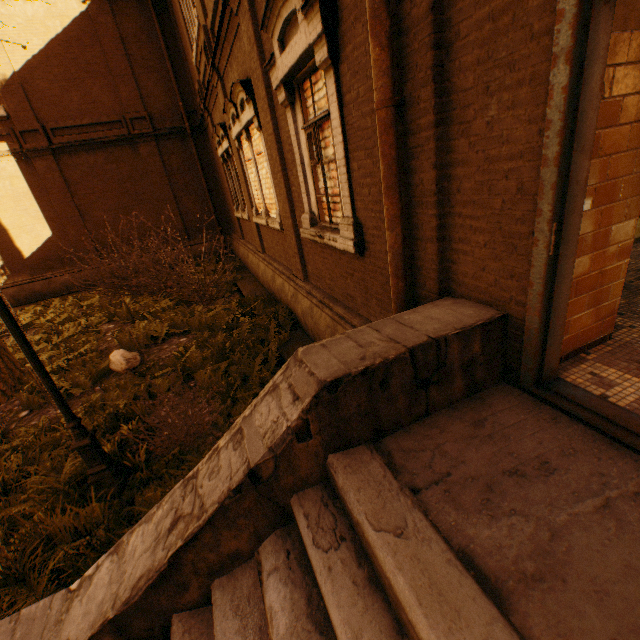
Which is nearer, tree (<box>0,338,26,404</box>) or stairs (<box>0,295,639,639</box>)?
stairs (<box>0,295,639,639</box>)

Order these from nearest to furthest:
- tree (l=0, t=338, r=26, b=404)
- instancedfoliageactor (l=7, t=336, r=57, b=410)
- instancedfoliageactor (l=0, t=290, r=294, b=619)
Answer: instancedfoliageactor (l=0, t=290, r=294, b=619)
instancedfoliageactor (l=7, t=336, r=57, b=410)
tree (l=0, t=338, r=26, b=404)

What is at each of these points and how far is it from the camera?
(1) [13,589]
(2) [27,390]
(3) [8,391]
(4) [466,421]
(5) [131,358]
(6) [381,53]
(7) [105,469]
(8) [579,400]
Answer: (1) instancedfoliageactor, 2.89m
(2) instancedfoliageactor, 6.55m
(3) tree, 6.66m
(4) stairs, 2.17m
(5) rock, 6.99m
(6) drain pipe, 2.26m
(7) street light, 3.88m
(8) door, 2.01m

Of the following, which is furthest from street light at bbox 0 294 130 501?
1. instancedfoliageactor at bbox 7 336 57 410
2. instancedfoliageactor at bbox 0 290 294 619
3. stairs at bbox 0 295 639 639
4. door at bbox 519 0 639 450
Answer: door at bbox 519 0 639 450

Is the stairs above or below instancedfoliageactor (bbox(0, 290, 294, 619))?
above

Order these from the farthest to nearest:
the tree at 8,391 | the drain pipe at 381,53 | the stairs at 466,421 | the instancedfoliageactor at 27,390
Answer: the tree at 8,391, the instancedfoliageactor at 27,390, the drain pipe at 381,53, the stairs at 466,421

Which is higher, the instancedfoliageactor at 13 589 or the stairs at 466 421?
the stairs at 466 421

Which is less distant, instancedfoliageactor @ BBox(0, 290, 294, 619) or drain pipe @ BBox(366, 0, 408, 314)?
drain pipe @ BBox(366, 0, 408, 314)
